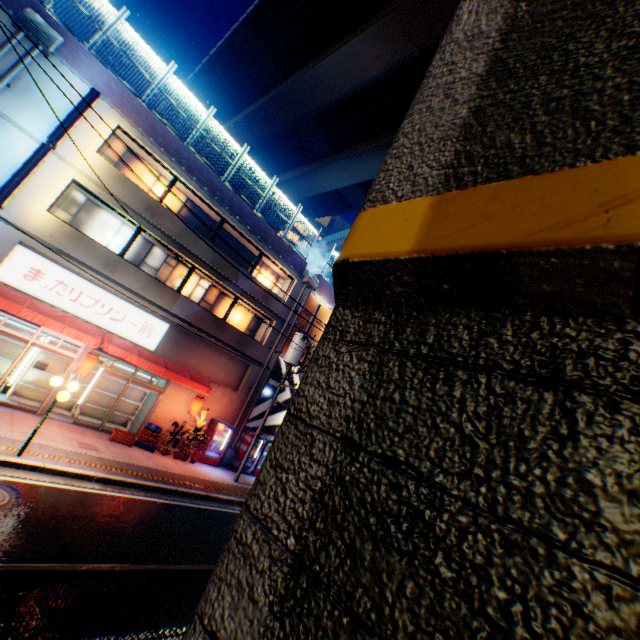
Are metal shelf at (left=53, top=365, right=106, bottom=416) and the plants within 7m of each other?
yes

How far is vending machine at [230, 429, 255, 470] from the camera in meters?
17.4 m

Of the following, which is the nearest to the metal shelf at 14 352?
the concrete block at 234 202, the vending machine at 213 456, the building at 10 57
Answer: the building at 10 57

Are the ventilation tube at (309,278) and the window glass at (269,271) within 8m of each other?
yes

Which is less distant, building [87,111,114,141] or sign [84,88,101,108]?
sign [84,88,101,108]

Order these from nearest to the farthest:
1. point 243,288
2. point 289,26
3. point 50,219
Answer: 1. point 50,219
2. point 243,288
3. point 289,26

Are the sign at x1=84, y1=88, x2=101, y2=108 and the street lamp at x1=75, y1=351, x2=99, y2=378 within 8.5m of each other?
yes

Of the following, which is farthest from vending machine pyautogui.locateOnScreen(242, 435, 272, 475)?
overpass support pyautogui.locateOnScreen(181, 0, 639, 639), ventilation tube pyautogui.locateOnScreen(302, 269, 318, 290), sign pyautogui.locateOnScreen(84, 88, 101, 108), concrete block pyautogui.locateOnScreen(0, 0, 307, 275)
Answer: sign pyautogui.locateOnScreen(84, 88, 101, 108)
